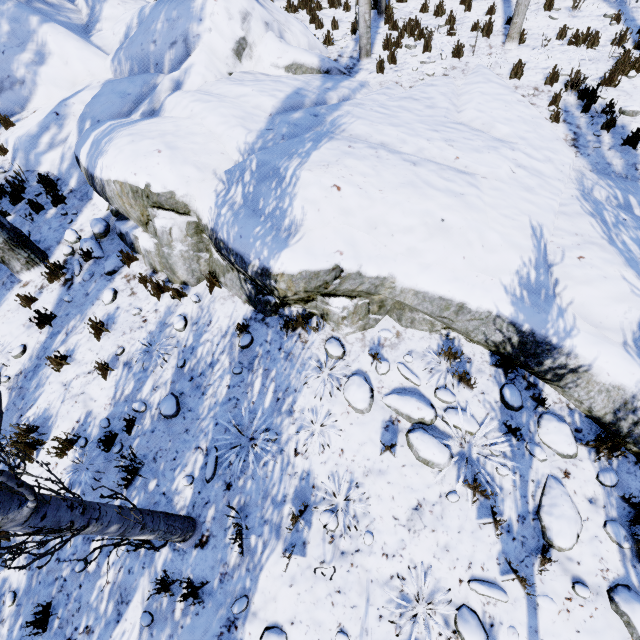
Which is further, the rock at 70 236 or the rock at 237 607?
the rock at 70 236

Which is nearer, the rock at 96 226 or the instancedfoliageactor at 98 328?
the instancedfoliageactor at 98 328

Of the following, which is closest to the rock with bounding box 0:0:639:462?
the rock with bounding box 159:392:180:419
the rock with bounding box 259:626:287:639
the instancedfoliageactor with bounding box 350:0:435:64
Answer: the instancedfoliageactor with bounding box 350:0:435:64

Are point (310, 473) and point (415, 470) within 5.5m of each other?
yes

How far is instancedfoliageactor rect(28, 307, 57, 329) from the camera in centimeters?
562cm

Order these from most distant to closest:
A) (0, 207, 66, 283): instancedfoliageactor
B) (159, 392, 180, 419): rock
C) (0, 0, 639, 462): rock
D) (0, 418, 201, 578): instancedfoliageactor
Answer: (0, 207, 66, 283): instancedfoliageactor
(159, 392, 180, 419): rock
(0, 0, 639, 462): rock
(0, 418, 201, 578): instancedfoliageactor

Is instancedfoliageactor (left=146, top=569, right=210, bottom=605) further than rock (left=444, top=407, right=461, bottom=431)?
No
